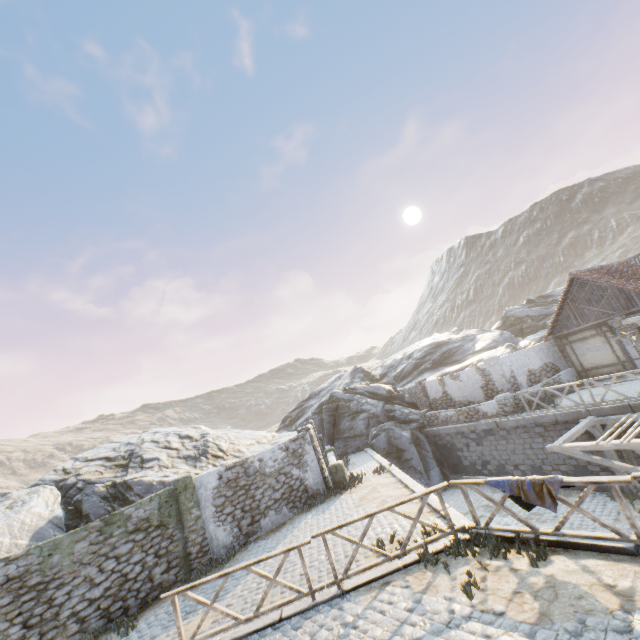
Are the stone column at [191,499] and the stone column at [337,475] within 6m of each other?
yes

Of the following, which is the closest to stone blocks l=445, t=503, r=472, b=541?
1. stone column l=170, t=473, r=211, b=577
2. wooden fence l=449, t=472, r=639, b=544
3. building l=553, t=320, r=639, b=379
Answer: wooden fence l=449, t=472, r=639, b=544

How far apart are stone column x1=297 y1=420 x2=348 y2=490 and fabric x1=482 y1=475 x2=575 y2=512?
9.0m

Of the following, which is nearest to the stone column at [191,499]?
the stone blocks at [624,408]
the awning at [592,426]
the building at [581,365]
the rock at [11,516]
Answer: the rock at [11,516]

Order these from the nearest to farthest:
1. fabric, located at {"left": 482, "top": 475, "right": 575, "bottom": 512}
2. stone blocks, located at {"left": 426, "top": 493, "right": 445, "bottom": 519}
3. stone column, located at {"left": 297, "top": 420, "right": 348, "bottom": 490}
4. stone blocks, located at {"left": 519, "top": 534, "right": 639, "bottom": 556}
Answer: stone blocks, located at {"left": 519, "top": 534, "right": 639, "bottom": 556} < fabric, located at {"left": 482, "top": 475, "right": 575, "bottom": 512} < stone blocks, located at {"left": 426, "top": 493, "right": 445, "bottom": 519} < stone column, located at {"left": 297, "top": 420, "right": 348, "bottom": 490}

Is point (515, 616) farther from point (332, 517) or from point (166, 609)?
point (166, 609)

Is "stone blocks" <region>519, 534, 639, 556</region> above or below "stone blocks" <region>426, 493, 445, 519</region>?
below

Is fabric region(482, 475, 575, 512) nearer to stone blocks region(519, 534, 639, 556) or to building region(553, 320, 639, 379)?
stone blocks region(519, 534, 639, 556)
